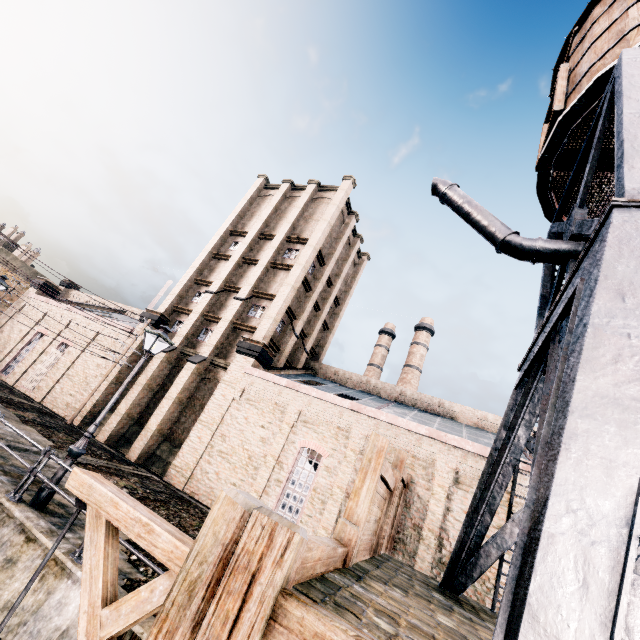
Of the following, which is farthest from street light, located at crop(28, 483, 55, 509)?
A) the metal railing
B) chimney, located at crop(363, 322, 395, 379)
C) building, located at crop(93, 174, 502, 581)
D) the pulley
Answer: chimney, located at crop(363, 322, 395, 379)

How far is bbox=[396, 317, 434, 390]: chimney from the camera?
44.91m

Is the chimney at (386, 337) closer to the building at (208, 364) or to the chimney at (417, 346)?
the chimney at (417, 346)

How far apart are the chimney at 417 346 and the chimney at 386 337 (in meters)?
2.53

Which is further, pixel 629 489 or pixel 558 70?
pixel 558 70

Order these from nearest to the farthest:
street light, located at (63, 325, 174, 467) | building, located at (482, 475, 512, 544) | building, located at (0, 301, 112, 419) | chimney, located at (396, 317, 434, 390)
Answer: street light, located at (63, 325, 174, 467)
building, located at (482, 475, 512, 544)
building, located at (0, 301, 112, 419)
chimney, located at (396, 317, 434, 390)

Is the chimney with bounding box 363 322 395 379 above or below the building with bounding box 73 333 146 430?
above

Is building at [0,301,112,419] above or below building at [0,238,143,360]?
below
